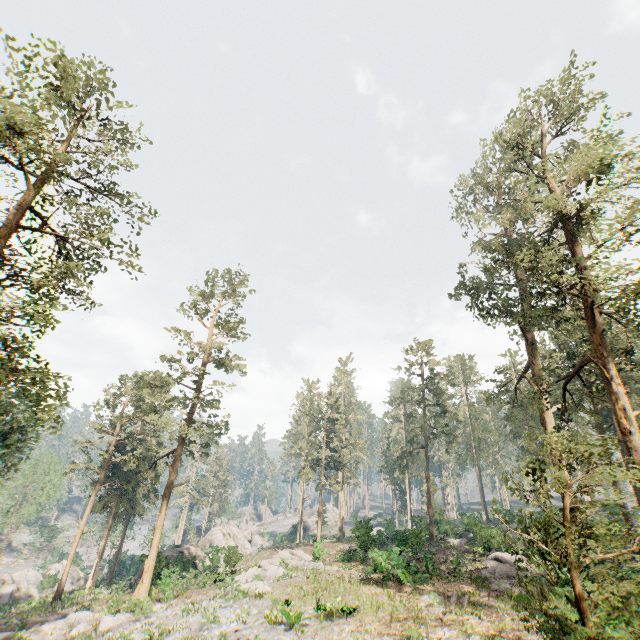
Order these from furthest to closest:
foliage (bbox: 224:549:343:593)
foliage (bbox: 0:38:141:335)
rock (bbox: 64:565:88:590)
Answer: rock (bbox: 64:565:88:590) → foliage (bbox: 224:549:343:593) → foliage (bbox: 0:38:141:335)

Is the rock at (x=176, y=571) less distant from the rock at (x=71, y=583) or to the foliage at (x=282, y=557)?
the foliage at (x=282, y=557)

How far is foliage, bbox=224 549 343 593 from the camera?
23.2m

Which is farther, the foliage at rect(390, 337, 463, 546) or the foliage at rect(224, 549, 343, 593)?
the foliage at rect(390, 337, 463, 546)

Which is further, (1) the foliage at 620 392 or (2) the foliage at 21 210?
(2) the foliage at 21 210

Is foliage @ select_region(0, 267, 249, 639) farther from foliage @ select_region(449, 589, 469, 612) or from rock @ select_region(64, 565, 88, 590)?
foliage @ select_region(449, 589, 469, 612)

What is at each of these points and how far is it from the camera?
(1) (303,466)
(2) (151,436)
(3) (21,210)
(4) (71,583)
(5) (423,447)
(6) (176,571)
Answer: (1) foliage, 44.69m
(2) foliage, 51.25m
(3) foliage, 16.58m
(4) rock, 46.44m
(5) foliage, 41.66m
(6) rock, 33.31m
